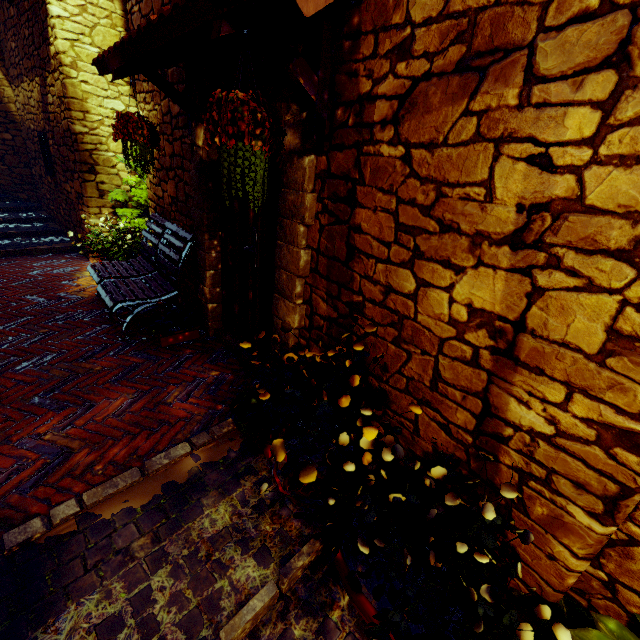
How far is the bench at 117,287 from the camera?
3.4 meters

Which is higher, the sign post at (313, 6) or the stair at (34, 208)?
the sign post at (313, 6)

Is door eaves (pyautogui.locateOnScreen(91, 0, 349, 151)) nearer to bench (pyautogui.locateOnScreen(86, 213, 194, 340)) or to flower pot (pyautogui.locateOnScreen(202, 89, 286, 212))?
flower pot (pyautogui.locateOnScreen(202, 89, 286, 212))

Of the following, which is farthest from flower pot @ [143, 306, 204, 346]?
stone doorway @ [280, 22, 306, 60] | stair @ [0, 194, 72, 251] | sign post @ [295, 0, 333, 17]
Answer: stair @ [0, 194, 72, 251]

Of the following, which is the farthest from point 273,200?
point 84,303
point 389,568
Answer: point 84,303

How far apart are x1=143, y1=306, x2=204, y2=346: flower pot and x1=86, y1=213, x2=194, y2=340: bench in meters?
0.1 m

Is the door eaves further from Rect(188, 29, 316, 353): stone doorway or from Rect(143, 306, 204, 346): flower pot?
Rect(143, 306, 204, 346): flower pot

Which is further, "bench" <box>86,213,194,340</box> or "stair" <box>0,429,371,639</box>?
"bench" <box>86,213,194,340</box>
